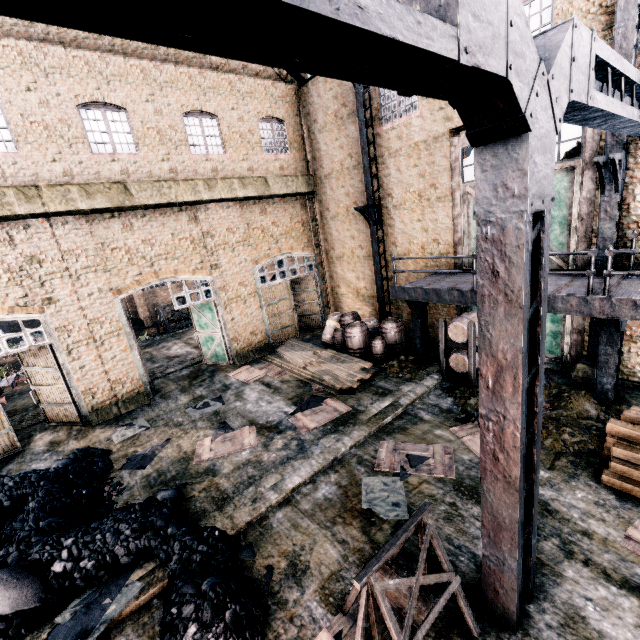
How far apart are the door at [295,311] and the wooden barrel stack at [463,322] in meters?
9.3

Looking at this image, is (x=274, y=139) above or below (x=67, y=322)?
above

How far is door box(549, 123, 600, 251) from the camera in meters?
9.4

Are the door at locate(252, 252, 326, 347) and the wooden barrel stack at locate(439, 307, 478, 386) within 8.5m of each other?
no

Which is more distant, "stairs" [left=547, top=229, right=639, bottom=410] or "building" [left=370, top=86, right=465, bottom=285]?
"building" [left=370, top=86, right=465, bottom=285]

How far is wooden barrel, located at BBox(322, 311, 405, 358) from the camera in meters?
14.8

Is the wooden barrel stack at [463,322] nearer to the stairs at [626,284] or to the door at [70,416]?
the stairs at [626,284]

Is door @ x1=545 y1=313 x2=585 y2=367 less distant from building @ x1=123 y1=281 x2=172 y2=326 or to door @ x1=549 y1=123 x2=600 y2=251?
door @ x1=549 y1=123 x2=600 y2=251
